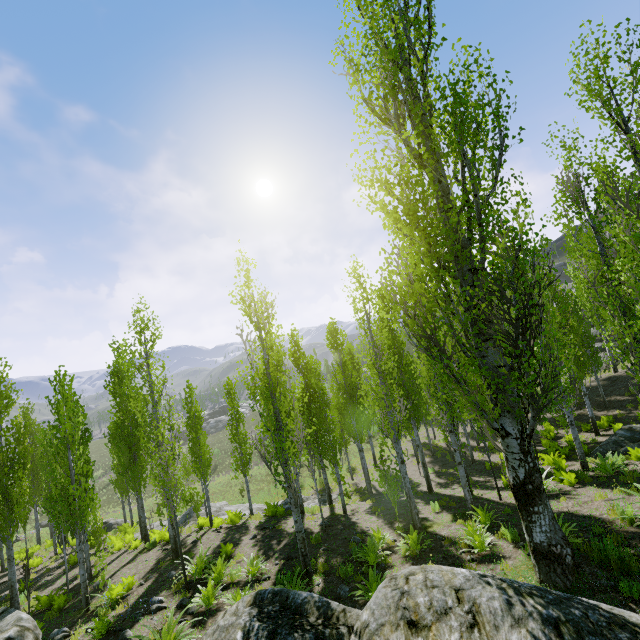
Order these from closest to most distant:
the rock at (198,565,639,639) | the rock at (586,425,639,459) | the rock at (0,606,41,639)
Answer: the rock at (198,565,639,639)
the rock at (0,606,41,639)
the rock at (586,425,639,459)

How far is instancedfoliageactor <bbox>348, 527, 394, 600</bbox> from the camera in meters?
7.3

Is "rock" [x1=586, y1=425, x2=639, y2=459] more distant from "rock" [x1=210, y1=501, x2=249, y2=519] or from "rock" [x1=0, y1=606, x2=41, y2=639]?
"rock" [x1=210, y1=501, x2=249, y2=519]

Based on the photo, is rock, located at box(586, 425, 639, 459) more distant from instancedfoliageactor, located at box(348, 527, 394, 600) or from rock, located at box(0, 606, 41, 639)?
rock, located at box(0, 606, 41, 639)

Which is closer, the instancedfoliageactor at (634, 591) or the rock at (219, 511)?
the instancedfoliageactor at (634, 591)

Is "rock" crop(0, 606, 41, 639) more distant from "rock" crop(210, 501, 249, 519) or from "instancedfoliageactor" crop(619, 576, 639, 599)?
"rock" crop(210, 501, 249, 519)

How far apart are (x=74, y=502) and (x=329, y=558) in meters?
8.7

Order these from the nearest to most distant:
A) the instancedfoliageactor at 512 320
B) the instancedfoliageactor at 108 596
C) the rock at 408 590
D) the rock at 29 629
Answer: the rock at 408 590 < the instancedfoliageactor at 512 320 < the rock at 29 629 < the instancedfoliageactor at 108 596
